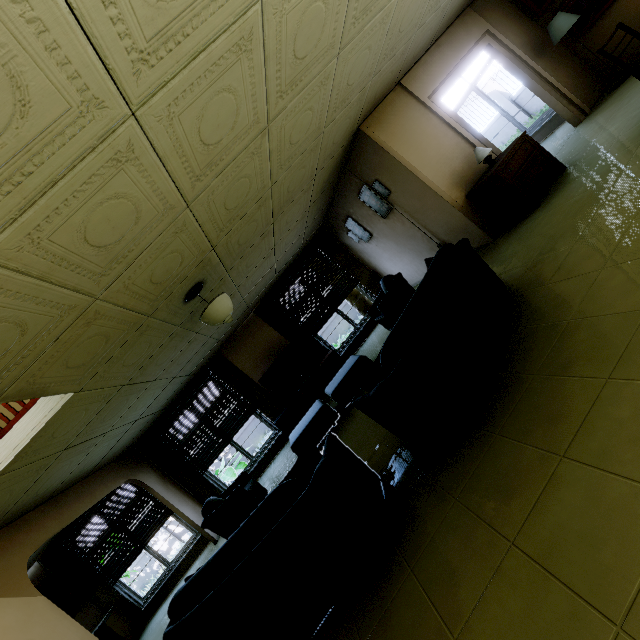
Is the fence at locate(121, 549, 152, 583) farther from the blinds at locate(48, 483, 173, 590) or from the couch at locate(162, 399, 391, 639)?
the couch at locate(162, 399, 391, 639)

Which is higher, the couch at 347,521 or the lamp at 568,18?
the lamp at 568,18

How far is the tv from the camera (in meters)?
7.78

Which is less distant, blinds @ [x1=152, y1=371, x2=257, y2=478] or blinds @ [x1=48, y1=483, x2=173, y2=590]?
blinds @ [x1=48, y1=483, x2=173, y2=590]

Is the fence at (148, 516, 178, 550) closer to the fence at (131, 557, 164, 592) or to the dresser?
the fence at (131, 557, 164, 592)

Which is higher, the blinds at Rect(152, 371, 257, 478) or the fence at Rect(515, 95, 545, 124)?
the blinds at Rect(152, 371, 257, 478)

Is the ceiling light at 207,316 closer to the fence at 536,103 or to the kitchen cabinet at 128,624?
the kitchen cabinet at 128,624

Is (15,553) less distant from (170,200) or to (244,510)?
(244,510)
